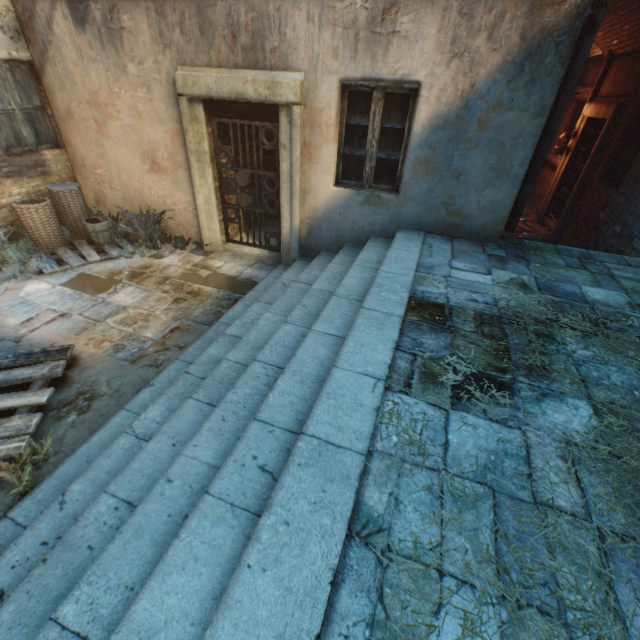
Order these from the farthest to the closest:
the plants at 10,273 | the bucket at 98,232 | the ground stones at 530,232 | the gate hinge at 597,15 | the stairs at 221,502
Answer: the ground stones at 530,232, the bucket at 98,232, the plants at 10,273, the gate hinge at 597,15, the stairs at 221,502

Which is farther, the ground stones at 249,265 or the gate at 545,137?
the ground stones at 249,265

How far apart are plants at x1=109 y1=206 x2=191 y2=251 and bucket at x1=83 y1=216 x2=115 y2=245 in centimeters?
11cm

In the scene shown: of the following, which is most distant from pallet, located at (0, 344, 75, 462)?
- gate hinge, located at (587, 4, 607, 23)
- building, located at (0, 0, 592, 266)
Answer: gate hinge, located at (587, 4, 607, 23)

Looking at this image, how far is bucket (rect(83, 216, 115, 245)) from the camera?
5.7 meters

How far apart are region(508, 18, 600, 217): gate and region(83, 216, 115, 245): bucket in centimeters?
664cm

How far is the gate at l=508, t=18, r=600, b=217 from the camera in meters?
3.4 m

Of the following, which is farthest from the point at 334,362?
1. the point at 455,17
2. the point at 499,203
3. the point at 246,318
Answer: the point at 455,17
